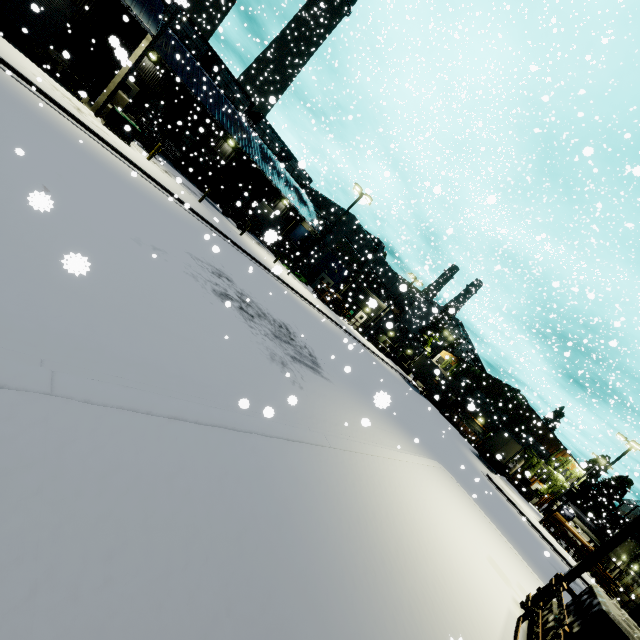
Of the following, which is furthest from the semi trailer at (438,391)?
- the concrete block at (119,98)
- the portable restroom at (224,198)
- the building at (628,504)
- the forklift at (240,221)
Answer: the building at (628,504)

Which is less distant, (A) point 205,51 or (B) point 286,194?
(A) point 205,51

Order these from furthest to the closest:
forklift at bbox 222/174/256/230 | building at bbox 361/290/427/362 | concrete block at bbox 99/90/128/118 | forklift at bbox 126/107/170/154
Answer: building at bbox 361/290/427/362 → forklift at bbox 222/174/256/230 → forklift at bbox 126/107/170/154 → concrete block at bbox 99/90/128/118

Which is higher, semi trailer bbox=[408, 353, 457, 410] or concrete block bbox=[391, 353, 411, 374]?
semi trailer bbox=[408, 353, 457, 410]

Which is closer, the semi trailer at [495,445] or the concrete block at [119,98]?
the concrete block at [119,98]

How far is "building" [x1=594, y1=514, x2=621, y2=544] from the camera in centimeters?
4450cm

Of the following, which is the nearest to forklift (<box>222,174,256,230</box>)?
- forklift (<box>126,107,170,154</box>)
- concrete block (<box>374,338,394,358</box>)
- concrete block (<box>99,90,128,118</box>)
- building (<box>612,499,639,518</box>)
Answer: forklift (<box>126,107,170,154</box>)
